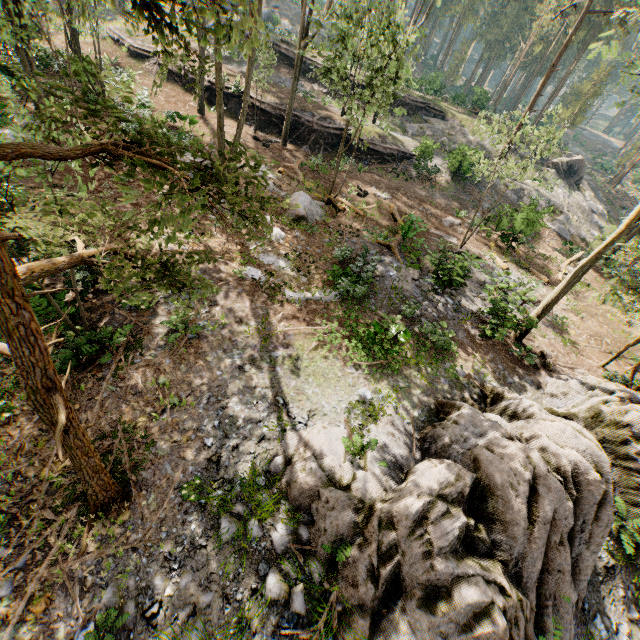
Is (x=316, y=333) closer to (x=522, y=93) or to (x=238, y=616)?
(x=238, y=616)

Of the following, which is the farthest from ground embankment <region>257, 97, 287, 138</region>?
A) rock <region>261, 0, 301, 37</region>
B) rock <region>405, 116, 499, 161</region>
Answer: rock <region>261, 0, 301, 37</region>

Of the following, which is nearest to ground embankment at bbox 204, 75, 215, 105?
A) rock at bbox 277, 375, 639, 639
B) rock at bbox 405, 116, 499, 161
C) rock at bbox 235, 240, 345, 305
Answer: rock at bbox 405, 116, 499, 161

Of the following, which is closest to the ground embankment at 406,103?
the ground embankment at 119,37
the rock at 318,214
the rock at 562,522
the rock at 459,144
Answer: the rock at 459,144

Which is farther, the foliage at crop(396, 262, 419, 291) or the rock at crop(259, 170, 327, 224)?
the rock at crop(259, 170, 327, 224)

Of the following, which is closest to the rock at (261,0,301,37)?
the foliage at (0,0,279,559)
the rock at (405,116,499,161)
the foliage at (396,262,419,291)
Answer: the foliage at (0,0,279,559)

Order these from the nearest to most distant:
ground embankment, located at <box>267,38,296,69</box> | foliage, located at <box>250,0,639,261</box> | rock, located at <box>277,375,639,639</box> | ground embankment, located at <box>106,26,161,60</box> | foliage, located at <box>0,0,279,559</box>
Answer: foliage, located at <box>0,0,279,559</box> → rock, located at <box>277,375,639,639</box> → foliage, located at <box>250,0,639,261</box> → ground embankment, located at <box>106,26,161,60</box> → ground embankment, located at <box>267,38,296,69</box>

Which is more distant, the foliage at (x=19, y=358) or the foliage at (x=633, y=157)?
the foliage at (x=633, y=157)
